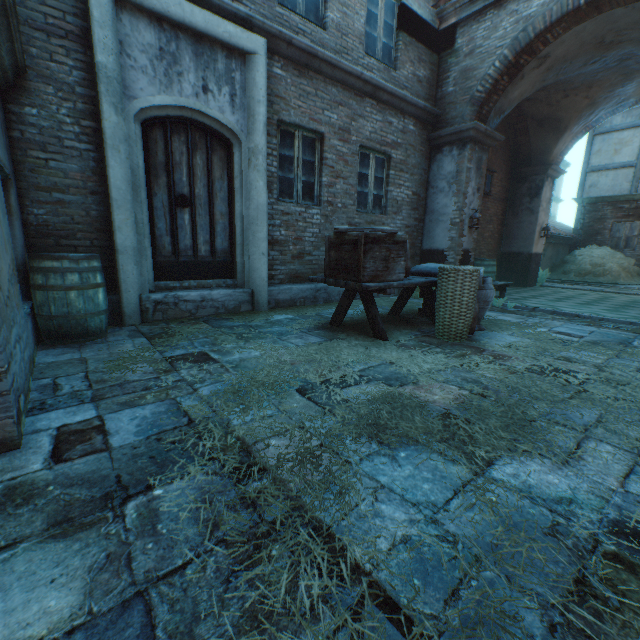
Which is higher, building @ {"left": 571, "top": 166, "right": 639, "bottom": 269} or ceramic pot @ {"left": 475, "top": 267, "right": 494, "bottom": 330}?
building @ {"left": 571, "top": 166, "right": 639, "bottom": 269}

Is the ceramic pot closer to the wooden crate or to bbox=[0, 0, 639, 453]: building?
the wooden crate

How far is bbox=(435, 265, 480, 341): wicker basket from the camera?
3.88m

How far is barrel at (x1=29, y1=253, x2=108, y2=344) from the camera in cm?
338

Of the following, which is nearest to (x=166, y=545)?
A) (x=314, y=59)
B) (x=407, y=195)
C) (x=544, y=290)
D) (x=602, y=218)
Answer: (x=314, y=59)

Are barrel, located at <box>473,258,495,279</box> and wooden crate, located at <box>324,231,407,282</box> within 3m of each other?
no

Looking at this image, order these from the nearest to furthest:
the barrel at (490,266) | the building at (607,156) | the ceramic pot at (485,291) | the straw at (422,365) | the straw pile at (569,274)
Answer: the straw at (422,365)
the ceramic pot at (485,291)
the barrel at (490,266)
the straw pile at (569,274)
the building at (607,156)

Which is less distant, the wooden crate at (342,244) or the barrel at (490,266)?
the wooden crate at (342,244)
